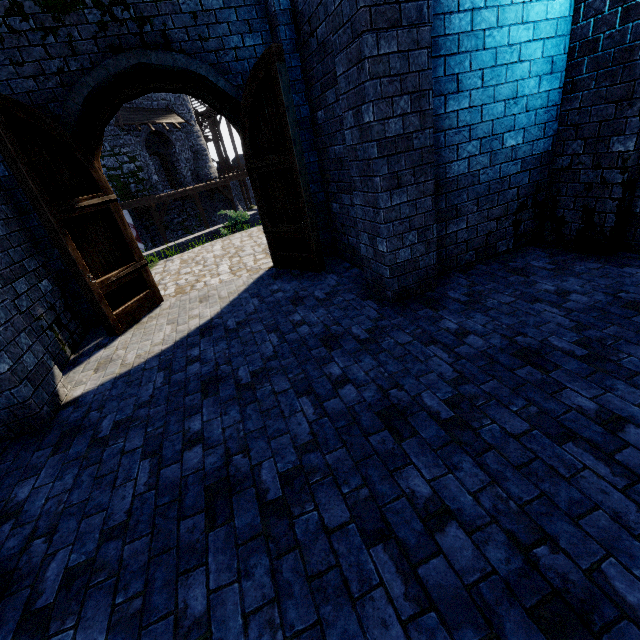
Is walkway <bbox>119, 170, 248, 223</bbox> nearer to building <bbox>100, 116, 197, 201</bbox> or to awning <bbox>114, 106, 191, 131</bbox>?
building <bbox>100, 116, 197, 201</bbox>

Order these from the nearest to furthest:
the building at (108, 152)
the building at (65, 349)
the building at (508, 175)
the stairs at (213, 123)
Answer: the building at (508, 175)
the building at (65, 349)
the building at (108, 152)
the stairs at (213, 123)

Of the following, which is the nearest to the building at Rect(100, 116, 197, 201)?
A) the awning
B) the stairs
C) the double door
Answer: the awning

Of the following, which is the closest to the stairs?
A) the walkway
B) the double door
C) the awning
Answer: the walkway

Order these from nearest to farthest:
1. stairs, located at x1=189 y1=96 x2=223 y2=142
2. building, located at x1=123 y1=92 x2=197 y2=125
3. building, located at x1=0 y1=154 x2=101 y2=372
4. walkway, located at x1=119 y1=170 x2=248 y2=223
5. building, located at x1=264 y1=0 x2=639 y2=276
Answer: Answer: building, located at x1=264 y1=0 x2=639 y2=276, building, located at x1=0 y1=154 x2=101 y2=372, walkway, located at x1=119 y1=170 x2=248 y2=223, building, located at x1=123 y1=92 x2=197 y2=125, stairs, located at x1=189 y1=96 x2=223 y2=142

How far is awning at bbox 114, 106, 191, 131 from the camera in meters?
21.3 m

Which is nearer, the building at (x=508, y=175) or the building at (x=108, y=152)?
the building at (x=508, y=175)

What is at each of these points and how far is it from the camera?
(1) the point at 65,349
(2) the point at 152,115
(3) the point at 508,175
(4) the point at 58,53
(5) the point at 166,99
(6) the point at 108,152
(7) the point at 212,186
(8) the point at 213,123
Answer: (1) building, 5.0 meters
(2) awning, 23.3 meters
(3) building, 4.7 meters
(4) double door, 4.8 meters
(5) building, 24.7 meters
(6) building, 21.1 meters
(7) walkway, 25.4 meters
(8) stairs, 34.5 meters
